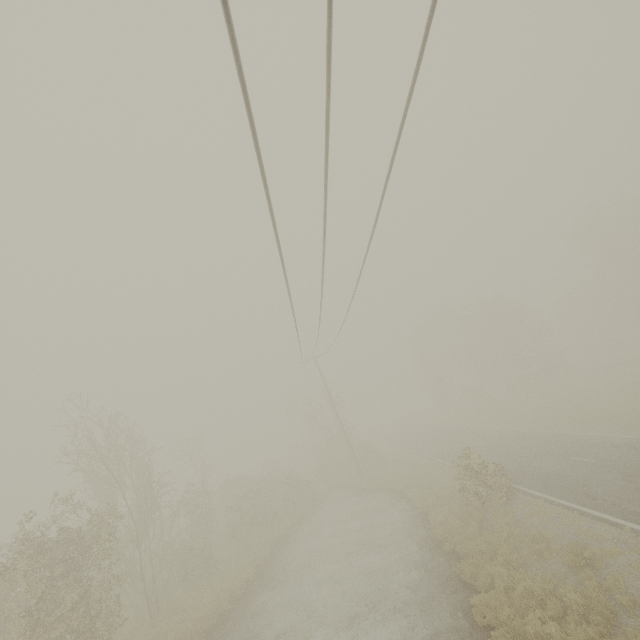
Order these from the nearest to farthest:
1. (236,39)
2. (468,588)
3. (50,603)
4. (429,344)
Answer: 1. (236,39)
2. (468,588)
3. (50,603)
4. (429,344)
